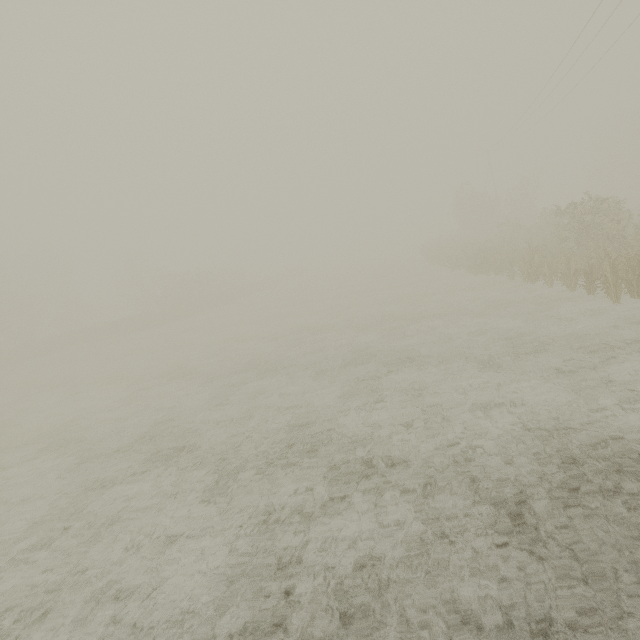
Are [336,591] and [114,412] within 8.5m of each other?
no
